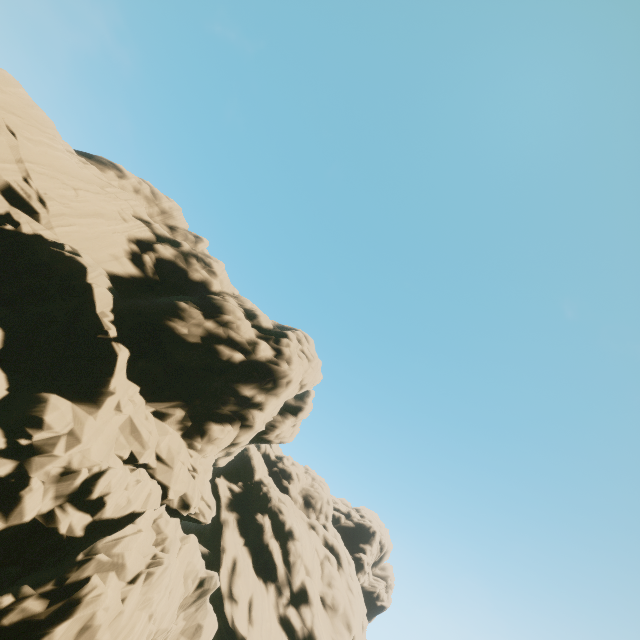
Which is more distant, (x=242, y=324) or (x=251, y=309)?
(x=251, y=309)
